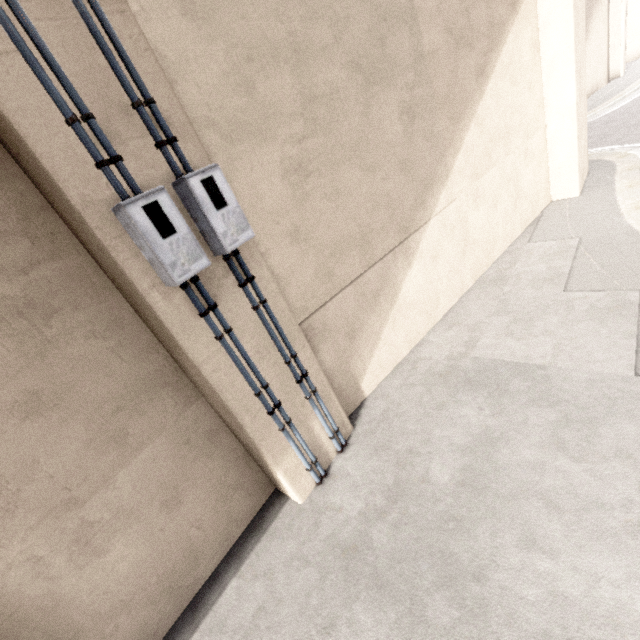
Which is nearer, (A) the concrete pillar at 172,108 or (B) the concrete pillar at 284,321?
(A) the concrete pillar at 172,108

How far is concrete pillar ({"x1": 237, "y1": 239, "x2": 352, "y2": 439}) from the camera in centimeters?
373cm

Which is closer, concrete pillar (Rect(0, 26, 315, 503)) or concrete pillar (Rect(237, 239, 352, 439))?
concrete pillar (Rect(0, 26, 315, 503))

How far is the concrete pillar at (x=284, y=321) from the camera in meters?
3.7

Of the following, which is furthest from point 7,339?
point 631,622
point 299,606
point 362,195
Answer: point 631,622

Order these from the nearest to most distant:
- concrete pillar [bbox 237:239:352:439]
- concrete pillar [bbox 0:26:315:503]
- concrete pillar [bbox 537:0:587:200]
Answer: concrete pillar [bbox 0:26:315:503]
concrete pillar [bbox 237:239:352:439]
concrete pillar [bbox 537:0:587:200]

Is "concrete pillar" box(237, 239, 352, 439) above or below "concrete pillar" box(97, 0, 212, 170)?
below
